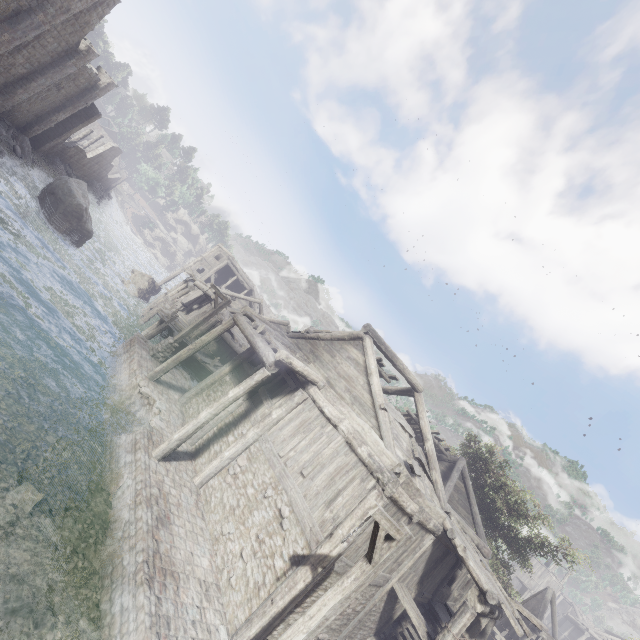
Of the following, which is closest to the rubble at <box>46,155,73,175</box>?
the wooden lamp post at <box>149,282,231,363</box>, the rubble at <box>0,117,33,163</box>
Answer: the rubble at <box>0,117,33,163</box>

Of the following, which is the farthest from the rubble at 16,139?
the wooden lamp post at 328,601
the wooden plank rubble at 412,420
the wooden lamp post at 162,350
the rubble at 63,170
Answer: the wooden lamp post at 328,601

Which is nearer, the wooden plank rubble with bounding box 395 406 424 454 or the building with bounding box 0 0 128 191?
the wooden plank rubble with bounding box 395 406 424 454

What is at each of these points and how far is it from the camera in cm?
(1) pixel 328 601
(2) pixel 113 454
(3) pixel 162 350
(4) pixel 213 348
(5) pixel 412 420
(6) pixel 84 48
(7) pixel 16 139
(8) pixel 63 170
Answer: (1) wooden lamp post, 580
(2) building base, 1032
(3) wooden lamp post, 1644
(4) building, 2411
(5) wooden plank rubble, 1856
(6) building, 2367
(7) rubble, 2652
(8) rubble, 3681

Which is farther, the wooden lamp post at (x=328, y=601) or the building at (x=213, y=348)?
the building at (x=213, y=348)

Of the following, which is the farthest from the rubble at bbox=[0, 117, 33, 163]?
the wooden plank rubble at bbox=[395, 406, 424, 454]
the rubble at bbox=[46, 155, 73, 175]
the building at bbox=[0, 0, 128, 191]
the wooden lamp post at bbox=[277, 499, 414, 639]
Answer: the wooden lamp post at bbox=[277, 499, 414, 639]

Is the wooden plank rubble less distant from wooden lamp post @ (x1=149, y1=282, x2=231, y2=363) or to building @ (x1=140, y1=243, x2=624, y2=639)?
building @ (x1=140, y1=243, x2=624, y2=639)

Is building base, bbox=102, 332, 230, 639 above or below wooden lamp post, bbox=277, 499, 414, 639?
below
